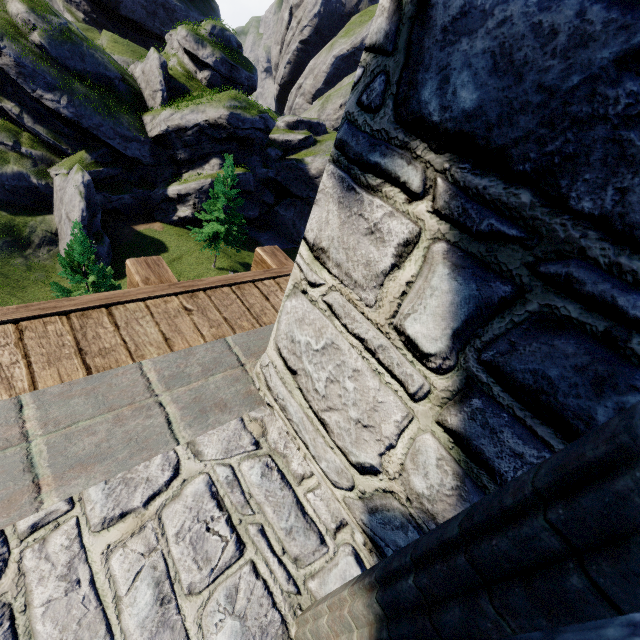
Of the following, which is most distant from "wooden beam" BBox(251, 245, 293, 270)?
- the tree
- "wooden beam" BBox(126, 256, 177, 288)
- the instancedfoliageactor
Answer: the tree

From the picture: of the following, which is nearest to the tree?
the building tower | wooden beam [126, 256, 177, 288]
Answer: the building tower

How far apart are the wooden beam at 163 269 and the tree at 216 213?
25.6m

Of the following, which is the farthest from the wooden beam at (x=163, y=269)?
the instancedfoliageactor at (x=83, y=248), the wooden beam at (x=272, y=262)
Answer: the instancedfoliageactor at (x=83, y=248)

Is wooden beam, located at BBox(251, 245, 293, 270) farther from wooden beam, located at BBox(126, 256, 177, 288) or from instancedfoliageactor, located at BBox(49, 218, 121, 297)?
instancedfoliageactor, located at BBox(49, 218, 121, 297)

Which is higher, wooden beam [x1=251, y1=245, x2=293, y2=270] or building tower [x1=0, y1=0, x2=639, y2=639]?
building tower [x1=0, y1=0, x2=639, y2=639]

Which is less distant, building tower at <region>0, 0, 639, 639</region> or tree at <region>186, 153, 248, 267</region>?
building tower at <region>0, 0, 639, 639</region>

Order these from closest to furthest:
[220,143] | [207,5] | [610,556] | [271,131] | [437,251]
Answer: [610,556] < [437,251] < [220,143] < [271,131] < [207,5]
